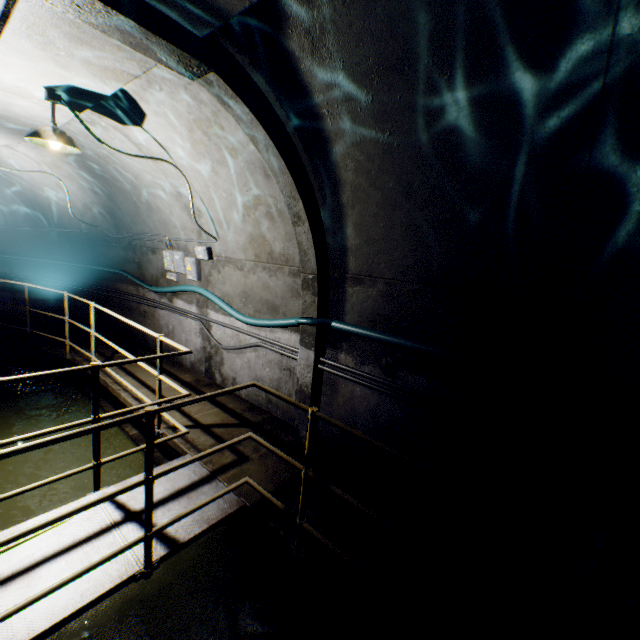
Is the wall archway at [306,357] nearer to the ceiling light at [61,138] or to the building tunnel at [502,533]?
the building tunnel at [502,533]

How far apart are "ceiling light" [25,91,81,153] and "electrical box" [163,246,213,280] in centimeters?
216cm

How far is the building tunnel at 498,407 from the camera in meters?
2.6 m

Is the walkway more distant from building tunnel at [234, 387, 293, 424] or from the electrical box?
the electrical box

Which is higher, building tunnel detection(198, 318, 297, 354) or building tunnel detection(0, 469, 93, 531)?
building tunnel detection(198, 318, 297, 354)

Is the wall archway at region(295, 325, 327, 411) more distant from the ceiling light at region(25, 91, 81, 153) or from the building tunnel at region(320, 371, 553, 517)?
the ceiling light at region(25, 91, 81, 153)

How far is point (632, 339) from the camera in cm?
222
